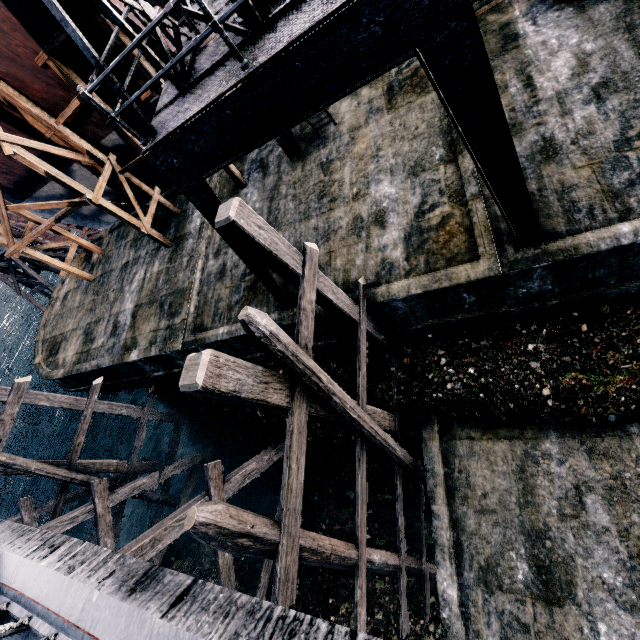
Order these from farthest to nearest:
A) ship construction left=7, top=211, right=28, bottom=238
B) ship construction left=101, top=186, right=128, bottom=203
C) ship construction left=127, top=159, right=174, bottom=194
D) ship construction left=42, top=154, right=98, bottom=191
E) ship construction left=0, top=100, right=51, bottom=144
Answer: ship construction left=7, top=211, right=28, bottom=238 → ship construction left=101, top=186, right=128, bottom=203 → ship construction left=127, top=159, right=174, bottom=194 → ship construction left=42, top=154, right=98, bottom=191 → ship construction left=0, top=100, right=51, bottom=144

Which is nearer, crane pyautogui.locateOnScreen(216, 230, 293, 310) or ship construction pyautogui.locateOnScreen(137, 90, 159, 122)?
crane pyautogui.locateOnScreen(216, 230, 293, 310)

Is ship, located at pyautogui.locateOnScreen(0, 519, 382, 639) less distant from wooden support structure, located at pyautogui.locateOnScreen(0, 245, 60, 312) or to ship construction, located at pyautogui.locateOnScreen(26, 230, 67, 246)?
ship construction, located at pyautogui.locateOnScreen(26, 230, 67, 246)

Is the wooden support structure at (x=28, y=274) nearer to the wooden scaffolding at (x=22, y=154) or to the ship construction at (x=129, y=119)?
the ship construction at (x=129, y=119)

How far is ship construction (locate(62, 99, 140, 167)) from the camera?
14.2 meters

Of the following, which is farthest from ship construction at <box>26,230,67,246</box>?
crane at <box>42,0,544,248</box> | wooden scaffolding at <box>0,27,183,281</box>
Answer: crane at <box>42,0,544,248</box>

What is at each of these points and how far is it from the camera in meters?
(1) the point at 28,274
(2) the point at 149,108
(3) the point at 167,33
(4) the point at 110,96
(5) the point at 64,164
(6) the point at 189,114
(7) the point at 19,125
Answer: (1) wooden support structure, 33.5
(2) ship construction, 14.4
(3) ship construction, 15.3
(4) ship construction, 13.5
(5) ship construction, 17.3
(6) crane, 5.9
(7) ship construction, 14.4

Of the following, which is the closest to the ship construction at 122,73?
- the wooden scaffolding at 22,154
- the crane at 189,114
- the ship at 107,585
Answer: the wooden scaffolding at 22,154
